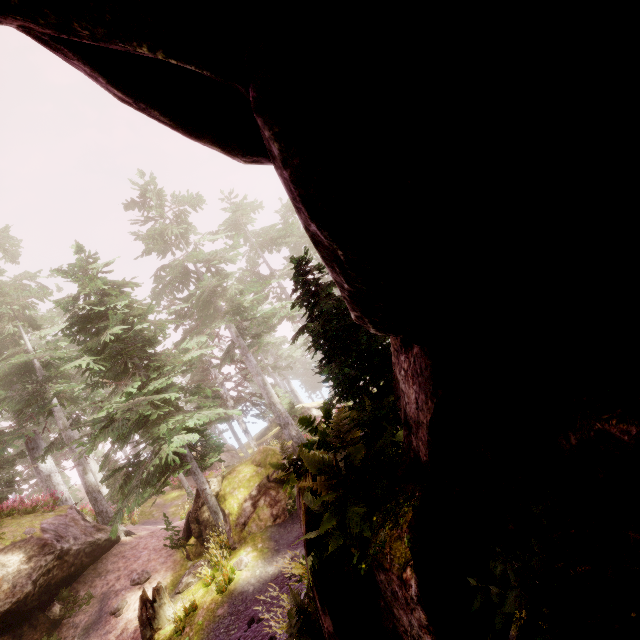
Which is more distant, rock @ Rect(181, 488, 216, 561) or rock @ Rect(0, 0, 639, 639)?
rock @ Rect(181, 488, 216, 561)

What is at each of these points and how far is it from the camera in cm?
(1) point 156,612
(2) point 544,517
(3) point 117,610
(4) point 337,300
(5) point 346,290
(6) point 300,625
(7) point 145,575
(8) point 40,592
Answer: (1) tree trunk, 1055
(2) instancedfoliageactor, 271
(3) instancedfoliageactor, 1196
(4) instancedfoliageactor, 711
(5) rock, 338
(6) instancedfoliageactor, 584
(7) instancedfoliageactor, 1320
(8) rock, 1212

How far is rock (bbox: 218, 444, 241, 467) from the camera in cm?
3023

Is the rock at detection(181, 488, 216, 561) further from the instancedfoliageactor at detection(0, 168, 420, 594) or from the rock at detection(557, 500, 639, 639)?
the rock at detection(557, 500, 639, 639)

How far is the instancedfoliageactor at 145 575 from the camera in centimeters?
1302cm

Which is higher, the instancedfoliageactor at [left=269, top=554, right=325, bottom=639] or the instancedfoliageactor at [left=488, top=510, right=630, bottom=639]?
the instancedfoliageactor at [left=488, top=510, right=630, bottom=639]
